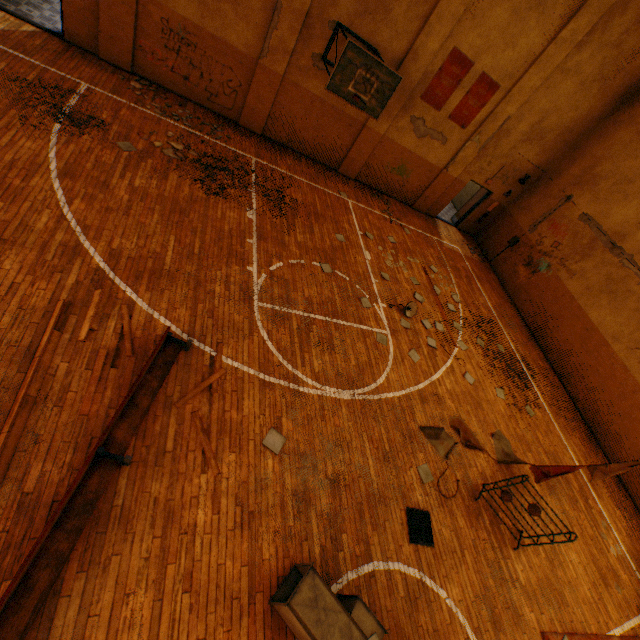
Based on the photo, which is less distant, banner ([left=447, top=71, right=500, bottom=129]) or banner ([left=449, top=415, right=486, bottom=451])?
banner ([left=449, top=415, right=486, bottom=451])

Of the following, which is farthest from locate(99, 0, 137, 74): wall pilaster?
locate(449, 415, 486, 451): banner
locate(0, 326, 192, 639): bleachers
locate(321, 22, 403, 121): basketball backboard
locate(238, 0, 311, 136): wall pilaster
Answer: locate(449, 415, 486, 451): banner

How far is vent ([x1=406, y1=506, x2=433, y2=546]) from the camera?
5.6m

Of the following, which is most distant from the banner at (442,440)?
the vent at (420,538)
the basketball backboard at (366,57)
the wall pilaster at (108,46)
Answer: the wall pilaster at (108,46)

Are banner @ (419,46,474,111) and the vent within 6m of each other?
no

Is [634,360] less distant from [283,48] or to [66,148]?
[283,48]

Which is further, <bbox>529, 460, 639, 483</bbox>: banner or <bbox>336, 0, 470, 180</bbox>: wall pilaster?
<bbox>336, 0, 470, 180</bbox>: wall pilaster

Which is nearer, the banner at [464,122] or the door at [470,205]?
the banner at [464,122]
